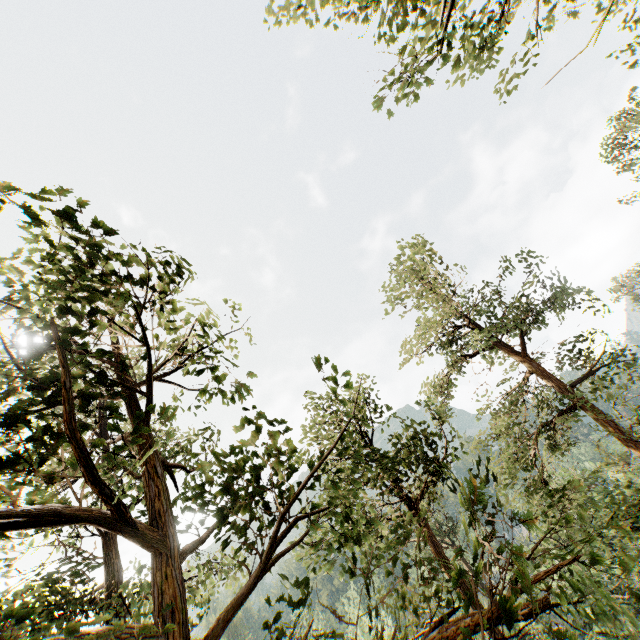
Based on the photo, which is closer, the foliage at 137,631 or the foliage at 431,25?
the foliage at 137,631

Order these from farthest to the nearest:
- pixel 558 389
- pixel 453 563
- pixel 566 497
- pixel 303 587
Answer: pixel 453 563 < pixel 566 497 < pixel 558 389 < pixel 303 587

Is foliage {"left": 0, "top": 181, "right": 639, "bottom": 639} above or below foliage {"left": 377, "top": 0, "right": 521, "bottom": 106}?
below

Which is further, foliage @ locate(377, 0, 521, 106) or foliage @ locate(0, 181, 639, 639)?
foliage @ locate(377, 0, 521, 106)

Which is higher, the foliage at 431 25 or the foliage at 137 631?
the foliage at 431 25
